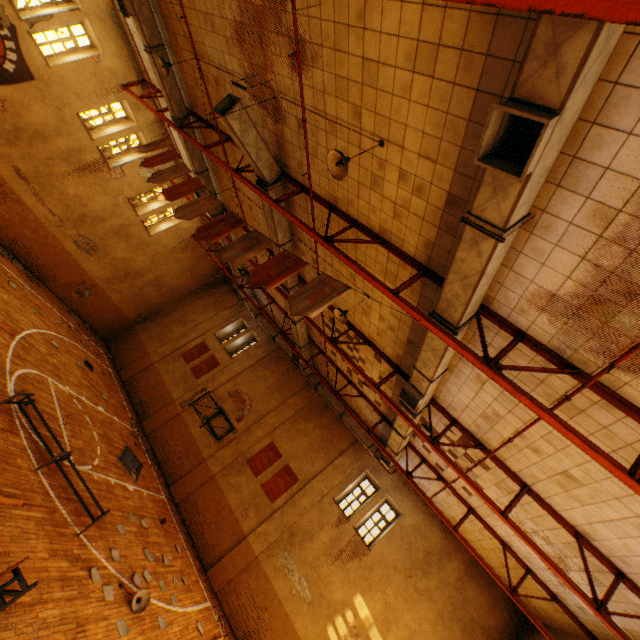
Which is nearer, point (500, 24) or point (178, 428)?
point (500, 24)

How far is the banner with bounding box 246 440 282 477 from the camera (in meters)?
15.51

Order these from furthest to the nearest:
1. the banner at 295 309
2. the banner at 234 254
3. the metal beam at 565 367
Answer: the banner at 234 254 → the banner at 295 309 → the metal beam at 565 367

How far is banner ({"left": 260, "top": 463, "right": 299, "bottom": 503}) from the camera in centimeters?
1481cm

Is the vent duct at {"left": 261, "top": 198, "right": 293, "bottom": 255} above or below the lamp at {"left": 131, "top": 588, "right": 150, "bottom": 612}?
above

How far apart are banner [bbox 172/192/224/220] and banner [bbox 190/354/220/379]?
12.6 meters

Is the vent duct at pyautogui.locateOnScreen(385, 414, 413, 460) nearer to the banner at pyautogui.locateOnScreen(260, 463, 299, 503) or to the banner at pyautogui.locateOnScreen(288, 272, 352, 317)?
the banner at pyautogui.locateOnScreen(288, 272, 352, 317)

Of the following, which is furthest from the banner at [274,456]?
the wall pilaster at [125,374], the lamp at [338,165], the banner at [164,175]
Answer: the lamp at [338,165]
